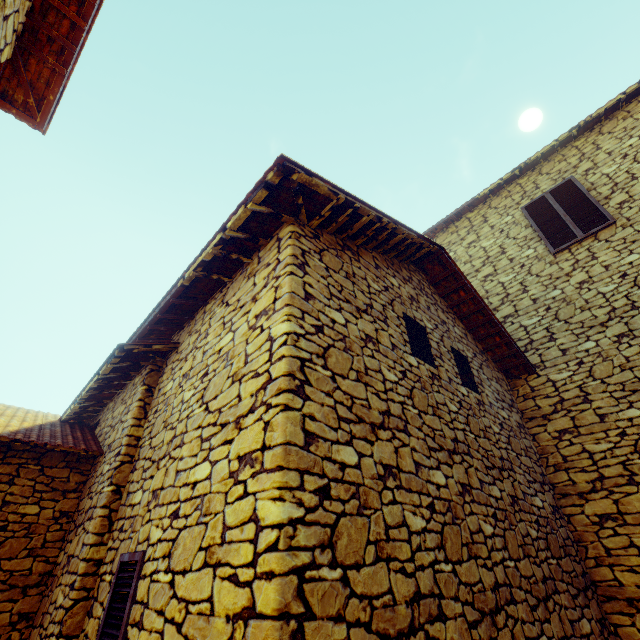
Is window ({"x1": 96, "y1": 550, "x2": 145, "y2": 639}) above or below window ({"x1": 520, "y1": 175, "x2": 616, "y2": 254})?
below

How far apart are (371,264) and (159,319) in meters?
3.0 m

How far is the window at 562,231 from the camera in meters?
6.4

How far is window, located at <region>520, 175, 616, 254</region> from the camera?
6.4 meters

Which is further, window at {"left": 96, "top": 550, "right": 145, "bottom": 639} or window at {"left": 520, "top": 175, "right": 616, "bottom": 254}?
window at {"left": 520, "top": 175, "right": 616, "bottom": 254}

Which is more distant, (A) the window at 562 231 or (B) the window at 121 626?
(A) the window at 562 231
